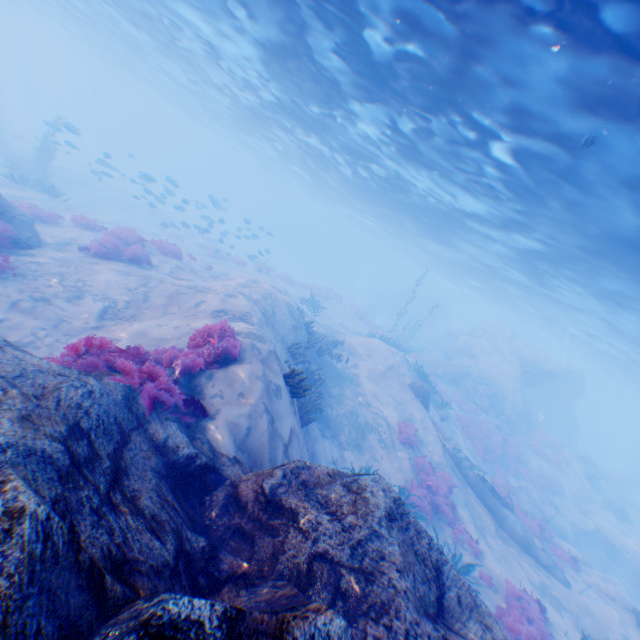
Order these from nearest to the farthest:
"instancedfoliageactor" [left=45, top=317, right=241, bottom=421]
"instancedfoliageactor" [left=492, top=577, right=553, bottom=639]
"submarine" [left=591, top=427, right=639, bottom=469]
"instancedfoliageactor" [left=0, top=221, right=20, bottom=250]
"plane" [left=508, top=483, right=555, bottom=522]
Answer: "instancedfoliageactor" [left=45, top=317, right=241, bottom=421]
"instancedfoliageactor" [left=492, top=577, right=553, bottom=639]
"instancedfoliageactor" [left=0, top=221, right=20, bottom=250]
"plane" [left=508, top=483, right=555, bottom=522]
"submarine" [left=591, top=427, right=639, bottom=469]

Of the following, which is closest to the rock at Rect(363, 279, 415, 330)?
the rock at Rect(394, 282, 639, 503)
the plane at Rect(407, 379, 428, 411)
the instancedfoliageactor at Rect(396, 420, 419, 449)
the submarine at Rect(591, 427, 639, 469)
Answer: the rock at Rect(394, 282, 639, 503)

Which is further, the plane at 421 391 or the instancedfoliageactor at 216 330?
the plane at 421 391

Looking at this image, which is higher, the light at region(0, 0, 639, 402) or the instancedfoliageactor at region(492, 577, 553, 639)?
the light at region(0, 0, 639, 402)

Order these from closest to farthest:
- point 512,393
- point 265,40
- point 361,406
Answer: point 265,40, point 361,406, point 512,393

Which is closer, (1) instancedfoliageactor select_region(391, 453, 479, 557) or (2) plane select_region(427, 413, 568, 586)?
(1) instancedfoliageactor select_region(391, 453, 479, 557)

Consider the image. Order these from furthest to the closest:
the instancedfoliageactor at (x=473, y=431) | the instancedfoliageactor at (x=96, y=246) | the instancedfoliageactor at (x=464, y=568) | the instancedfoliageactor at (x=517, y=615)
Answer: the instancedfoliageactor at (x=473, y=431), the instancedfoliageactor at (x=96, y=246), the instancedfoliageactor at (x=464, y=568), the instancedfoliageactor at (x=517, y=615)

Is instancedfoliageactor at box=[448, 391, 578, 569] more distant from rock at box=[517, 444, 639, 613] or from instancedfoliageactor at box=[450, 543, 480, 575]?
instancedfoliageactor at box=[450, 543, 480, 575]
